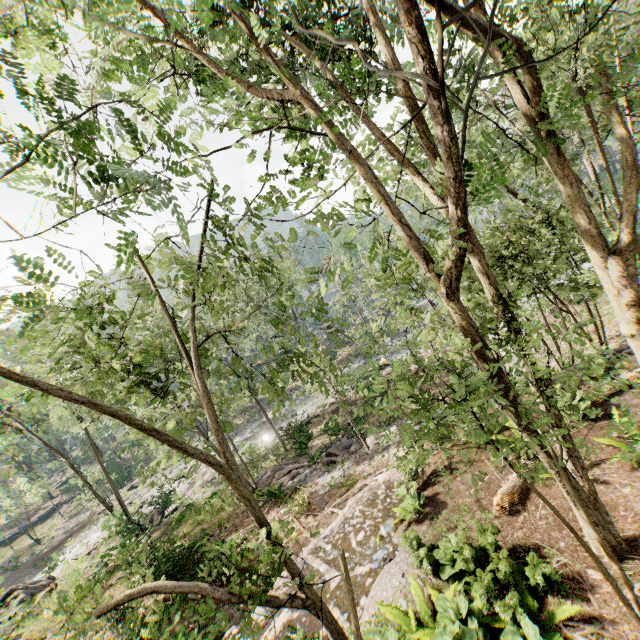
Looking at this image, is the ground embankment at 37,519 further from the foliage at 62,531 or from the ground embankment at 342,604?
the ground embankment at 342,604

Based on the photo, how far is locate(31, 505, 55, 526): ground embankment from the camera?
50.0m

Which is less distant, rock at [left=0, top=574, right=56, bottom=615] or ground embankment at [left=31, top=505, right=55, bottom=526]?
rock at [left=0, top=574, right=56, bottom=615]

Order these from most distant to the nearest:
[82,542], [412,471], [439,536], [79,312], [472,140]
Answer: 1. [82,542]
2. [412,471]
3. [439,536]
4. [472,140]
5. [79,312]

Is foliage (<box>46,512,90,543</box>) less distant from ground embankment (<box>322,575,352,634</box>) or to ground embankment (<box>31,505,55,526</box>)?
ground embankment (<box>31,505,55,526</box>)

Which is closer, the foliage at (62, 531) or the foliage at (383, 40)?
Result: the foliage at (383, 40)

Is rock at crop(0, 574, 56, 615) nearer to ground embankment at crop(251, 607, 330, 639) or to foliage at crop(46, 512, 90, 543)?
foliage at crop(46, 512, 90, 543)
